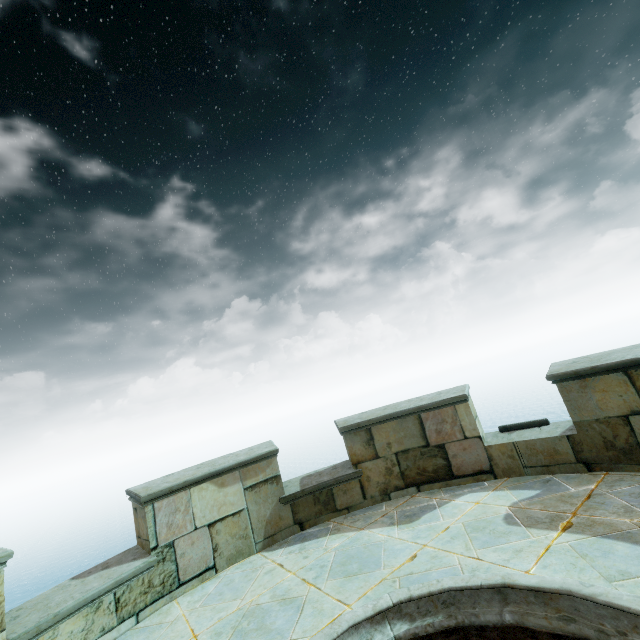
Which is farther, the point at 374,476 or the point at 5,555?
the point at 374,476
